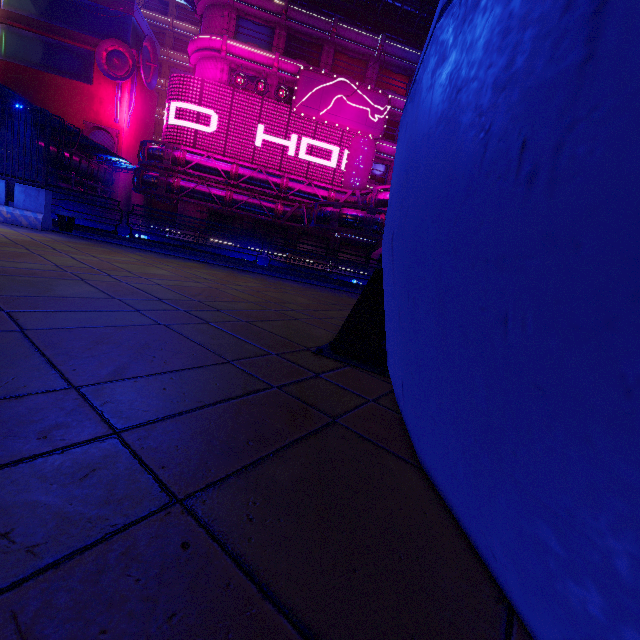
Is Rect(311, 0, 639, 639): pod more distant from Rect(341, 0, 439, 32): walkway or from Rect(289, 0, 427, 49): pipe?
Rect(341, 0, 439, 32): walkway

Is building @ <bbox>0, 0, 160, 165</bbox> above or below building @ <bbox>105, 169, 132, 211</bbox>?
above

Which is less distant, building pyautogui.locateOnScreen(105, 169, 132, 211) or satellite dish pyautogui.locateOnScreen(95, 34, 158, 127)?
satellite dish pyautogui.locateOnScreen(95, 34, 158, 127)

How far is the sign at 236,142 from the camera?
31.3m

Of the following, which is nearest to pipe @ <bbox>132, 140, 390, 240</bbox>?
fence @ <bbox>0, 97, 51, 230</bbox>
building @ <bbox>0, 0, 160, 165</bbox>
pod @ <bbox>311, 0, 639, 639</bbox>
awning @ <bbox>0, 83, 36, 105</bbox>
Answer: building @ <bbox>0, 0, 160, 165</bbox>

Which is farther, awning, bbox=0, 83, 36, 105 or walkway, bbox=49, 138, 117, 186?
walkway, bbox=49, 138, 117, 186

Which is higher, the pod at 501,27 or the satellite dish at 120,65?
the satellite dish at 120,65

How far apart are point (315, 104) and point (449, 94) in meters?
38.1 m
